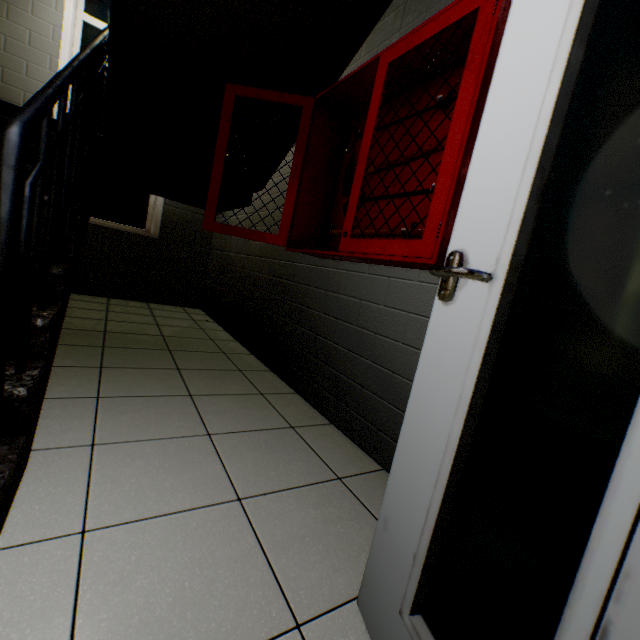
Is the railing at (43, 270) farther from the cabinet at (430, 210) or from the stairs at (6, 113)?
the cabinet at (430, 210)

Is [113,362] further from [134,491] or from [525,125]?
[525,125]

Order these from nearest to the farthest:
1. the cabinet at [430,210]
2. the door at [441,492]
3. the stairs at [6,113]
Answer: the door at [441,492], the cabinet at [430,210], the stairs at [6,113]

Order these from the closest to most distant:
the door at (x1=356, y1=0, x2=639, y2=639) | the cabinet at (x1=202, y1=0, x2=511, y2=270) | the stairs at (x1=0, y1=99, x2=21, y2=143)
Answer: the door at (x1=356, y1=0, x2=639, y2=639) < the cabinet at (x1=202, y1=0, x2=511, y2=270) < the stairs at (x1=0, y1=99, x2=21, y2=143)

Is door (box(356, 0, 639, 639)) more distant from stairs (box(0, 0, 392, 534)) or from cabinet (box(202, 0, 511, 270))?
stairs (box(0, 0, 392, 534))

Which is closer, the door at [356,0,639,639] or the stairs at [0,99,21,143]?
the door at [356,0,639,639]

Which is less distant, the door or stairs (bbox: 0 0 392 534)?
the door
